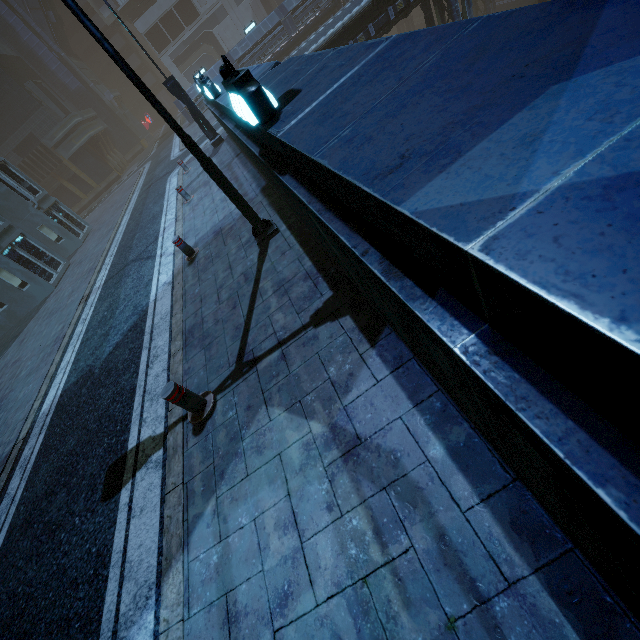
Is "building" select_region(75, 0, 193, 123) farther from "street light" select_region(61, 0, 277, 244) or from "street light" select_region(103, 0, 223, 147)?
"street light" select_region(103, 0, 223, 147)

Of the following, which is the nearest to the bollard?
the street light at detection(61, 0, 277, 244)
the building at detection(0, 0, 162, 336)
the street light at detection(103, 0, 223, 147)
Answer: the building at detection(0, 0, 162, 336)

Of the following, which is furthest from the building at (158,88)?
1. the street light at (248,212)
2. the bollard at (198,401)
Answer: the bollard at (198,401)

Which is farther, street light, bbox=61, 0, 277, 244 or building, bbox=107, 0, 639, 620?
street light, bbox=61, 0, 277, 244

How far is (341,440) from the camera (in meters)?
2.99

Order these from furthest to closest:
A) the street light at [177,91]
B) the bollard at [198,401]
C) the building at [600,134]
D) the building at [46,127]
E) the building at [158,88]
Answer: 1. the building at [158,88]
2. the building at [46,127]
3. the street light at [177,91]
4. the bollard at [198,401]
5. the building at [600,134]
